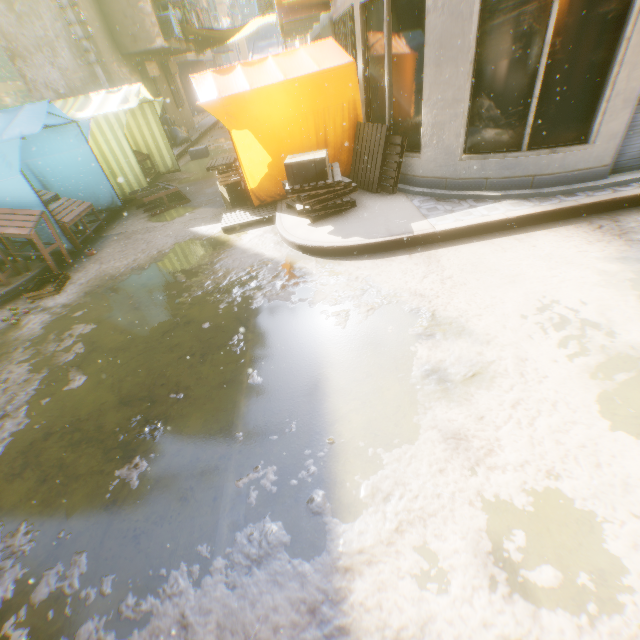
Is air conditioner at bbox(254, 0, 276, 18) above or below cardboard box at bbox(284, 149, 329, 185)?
above

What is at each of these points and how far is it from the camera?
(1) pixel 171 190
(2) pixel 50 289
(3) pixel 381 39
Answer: (1) table, 8.6 meters
(2) wooden box, 5.8 meters
(3) building, 5.7 meters

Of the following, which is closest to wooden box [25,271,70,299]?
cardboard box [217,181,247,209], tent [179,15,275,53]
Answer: tent [179,15,275,53]

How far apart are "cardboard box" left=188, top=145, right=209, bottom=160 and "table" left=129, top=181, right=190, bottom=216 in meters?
4.0

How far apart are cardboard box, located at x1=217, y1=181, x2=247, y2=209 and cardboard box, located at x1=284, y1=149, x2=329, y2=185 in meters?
0.6 m

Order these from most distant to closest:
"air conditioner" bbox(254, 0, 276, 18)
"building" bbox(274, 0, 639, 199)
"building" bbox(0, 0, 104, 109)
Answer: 1. "air conditioner" bbox(254, 0, 276, 18)
2. "building" bbox(0, 0, 104, 109)
3. "building" bbox(274, 0, 639, 199)

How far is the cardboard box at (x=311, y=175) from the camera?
5.45m

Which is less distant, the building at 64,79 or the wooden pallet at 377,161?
the wooden pallet at 377,161
